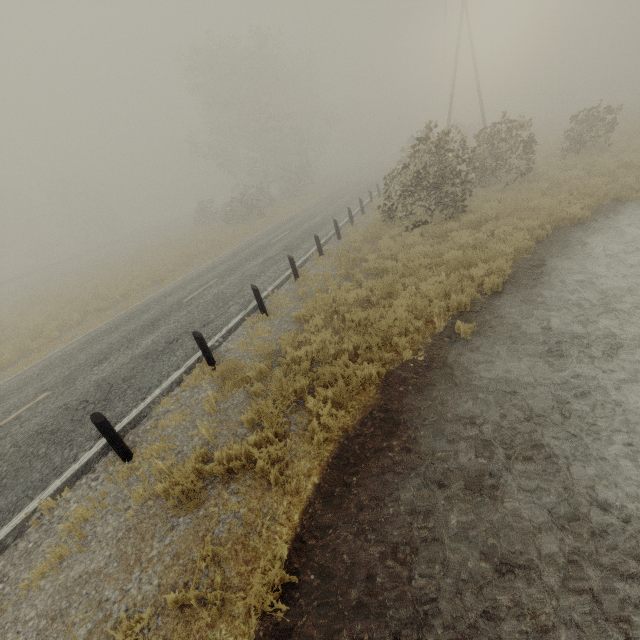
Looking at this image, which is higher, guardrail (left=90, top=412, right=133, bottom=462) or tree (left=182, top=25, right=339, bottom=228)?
tree (left=182, top=25, right=339, bottom=228)

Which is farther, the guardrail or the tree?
the tree

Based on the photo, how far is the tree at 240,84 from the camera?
33.7m

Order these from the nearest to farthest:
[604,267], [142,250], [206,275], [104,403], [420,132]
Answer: [104,403] < [604,267] < [206,275] < [420,132] < [142,250]

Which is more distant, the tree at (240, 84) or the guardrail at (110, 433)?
the tree at (240, 84)

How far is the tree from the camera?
33.69m

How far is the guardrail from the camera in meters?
5.3
